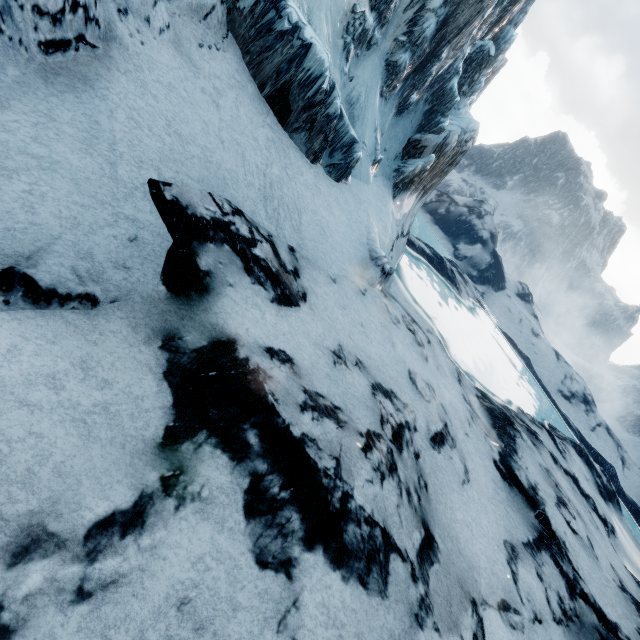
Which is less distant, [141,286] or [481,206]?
[141,286]
